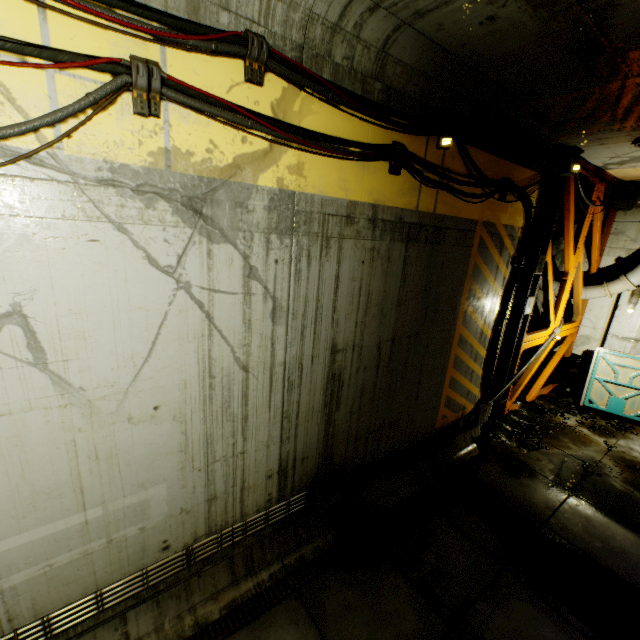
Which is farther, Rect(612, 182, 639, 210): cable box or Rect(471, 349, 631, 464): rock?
Rect(612, 182, 639, 210): cable box

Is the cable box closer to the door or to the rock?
the rock

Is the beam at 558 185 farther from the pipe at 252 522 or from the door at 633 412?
the pipe at 252 522

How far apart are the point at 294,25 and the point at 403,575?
7.2m

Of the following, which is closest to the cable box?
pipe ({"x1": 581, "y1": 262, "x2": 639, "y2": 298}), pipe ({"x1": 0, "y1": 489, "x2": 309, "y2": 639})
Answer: pipe ({"x1": 581, "y1": 262, "x2": 639, "y2": 298})

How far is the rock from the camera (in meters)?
8.19

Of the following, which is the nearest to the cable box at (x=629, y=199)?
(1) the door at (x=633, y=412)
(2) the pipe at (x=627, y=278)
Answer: (2) the pipe at (x=627, y=278)

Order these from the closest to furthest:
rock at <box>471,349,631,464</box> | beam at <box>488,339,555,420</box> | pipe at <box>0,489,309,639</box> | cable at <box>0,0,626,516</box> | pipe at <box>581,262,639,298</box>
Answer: cable at <box>0,0,626,516</box> < pipe at <box>0,489,309,639</box> < rock at <box>471,349,631,464</box> < beam at <box>488,339,555,420</box> < pipe at <box>581,262,639,298</box>
